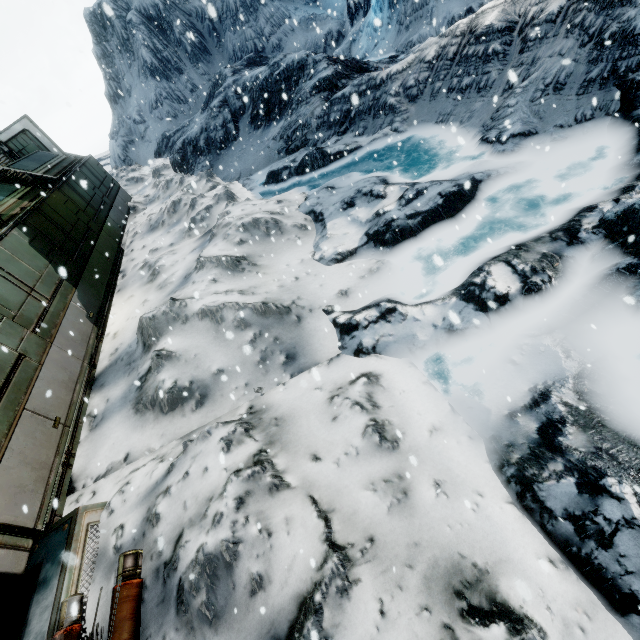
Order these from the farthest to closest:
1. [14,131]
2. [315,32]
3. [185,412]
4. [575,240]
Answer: [315,32] < [14,131] < [185,412] < [575,240]
